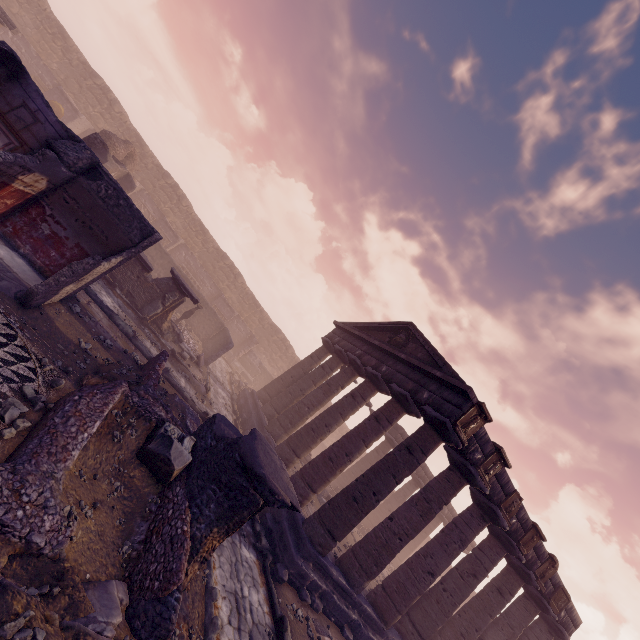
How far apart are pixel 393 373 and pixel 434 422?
3.4m

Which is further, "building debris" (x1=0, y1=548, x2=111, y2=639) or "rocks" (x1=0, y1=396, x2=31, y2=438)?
"rocks" (x1=0, y1=396, x2=31, y2=438)

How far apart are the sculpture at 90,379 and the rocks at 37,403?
0.9m

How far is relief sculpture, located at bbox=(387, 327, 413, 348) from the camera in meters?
15.1

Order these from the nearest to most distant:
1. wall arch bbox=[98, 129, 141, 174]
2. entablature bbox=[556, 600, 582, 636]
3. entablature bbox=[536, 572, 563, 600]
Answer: entablature bbox=[536, 572, 563, 600] < entablature bbox=[556, 600, 582, 636] < wall arch bbox=[98, 129, 141, 174]

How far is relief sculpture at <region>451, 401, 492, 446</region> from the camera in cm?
995

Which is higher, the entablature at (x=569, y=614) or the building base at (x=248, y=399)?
the entablature at (x=569, y=614)

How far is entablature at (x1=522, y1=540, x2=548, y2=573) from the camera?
12.7 meters
